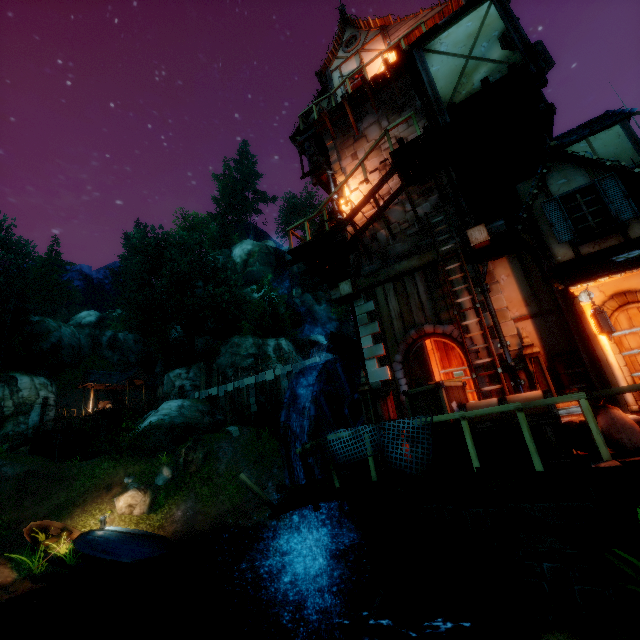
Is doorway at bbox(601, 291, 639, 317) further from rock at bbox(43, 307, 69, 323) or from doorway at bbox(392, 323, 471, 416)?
rock at bbox(43, 307, 69, 323)

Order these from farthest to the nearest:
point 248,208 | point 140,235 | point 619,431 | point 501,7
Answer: point 248,208
point 140,235
point 501,7
point 619,431

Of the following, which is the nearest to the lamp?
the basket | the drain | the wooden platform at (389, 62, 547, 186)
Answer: the basket

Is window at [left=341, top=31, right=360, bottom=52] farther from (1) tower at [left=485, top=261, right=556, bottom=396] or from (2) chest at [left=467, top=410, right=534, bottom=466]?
(2) chest at [left=467, top=410, right=534, bottom=466]

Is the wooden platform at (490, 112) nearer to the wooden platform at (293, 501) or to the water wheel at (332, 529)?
the water wheel at (332, 529)

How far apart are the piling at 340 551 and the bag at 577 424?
10.2 meters

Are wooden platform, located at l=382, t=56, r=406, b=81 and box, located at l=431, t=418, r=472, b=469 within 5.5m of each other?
no

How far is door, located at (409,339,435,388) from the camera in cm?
888
